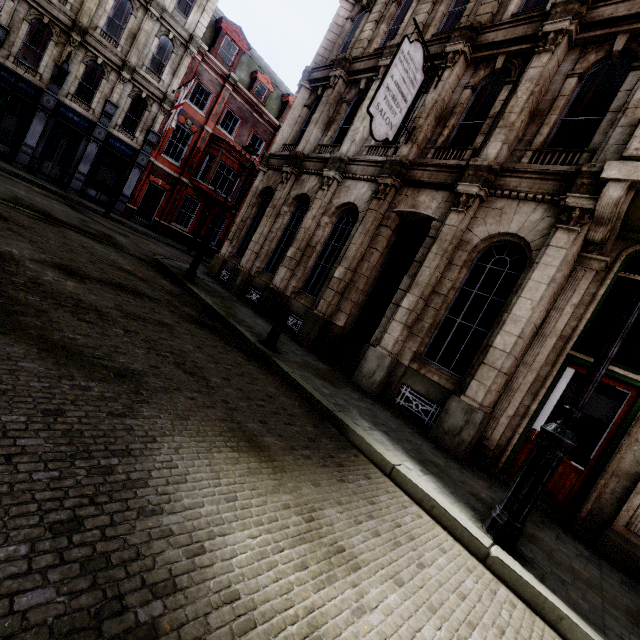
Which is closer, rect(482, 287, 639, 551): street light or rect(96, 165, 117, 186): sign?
rect(482, 287, 639, 551): street light

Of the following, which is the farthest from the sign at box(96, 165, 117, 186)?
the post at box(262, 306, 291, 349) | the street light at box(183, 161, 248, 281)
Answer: the post at box(262, 306, 291, 349)

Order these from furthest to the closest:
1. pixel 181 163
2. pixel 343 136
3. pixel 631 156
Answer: pixel 181 163
pixel 343 136
pixel 631 156

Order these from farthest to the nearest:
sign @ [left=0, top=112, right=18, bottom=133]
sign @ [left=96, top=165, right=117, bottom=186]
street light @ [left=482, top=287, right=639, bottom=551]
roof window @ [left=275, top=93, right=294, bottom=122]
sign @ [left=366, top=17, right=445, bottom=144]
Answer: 1. roof window @ [left=275, top=93, right=294, bottom=122]
2. sign @ [left=96, top=165, right=117, bottom=186]
3. sign @ [left=0, top=112, right=18, bottom=133]
4. sign @ [left=366, top=17, right=445, bottom=144]
5. street light @ [left=482, top=287, right=639, bottom=551]

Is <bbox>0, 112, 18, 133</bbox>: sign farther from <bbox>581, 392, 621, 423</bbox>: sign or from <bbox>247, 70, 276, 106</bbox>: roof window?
<bbox>581, 392, 621, 423</bbox>: sign

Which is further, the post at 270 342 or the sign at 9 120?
the sign at 9 120

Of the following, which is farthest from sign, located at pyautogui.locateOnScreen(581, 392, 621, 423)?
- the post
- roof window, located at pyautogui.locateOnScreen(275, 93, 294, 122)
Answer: roof window, located at pyautogui.locateOnScreen(275, 93, 294, 122)

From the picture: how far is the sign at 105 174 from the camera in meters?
20.5 m
